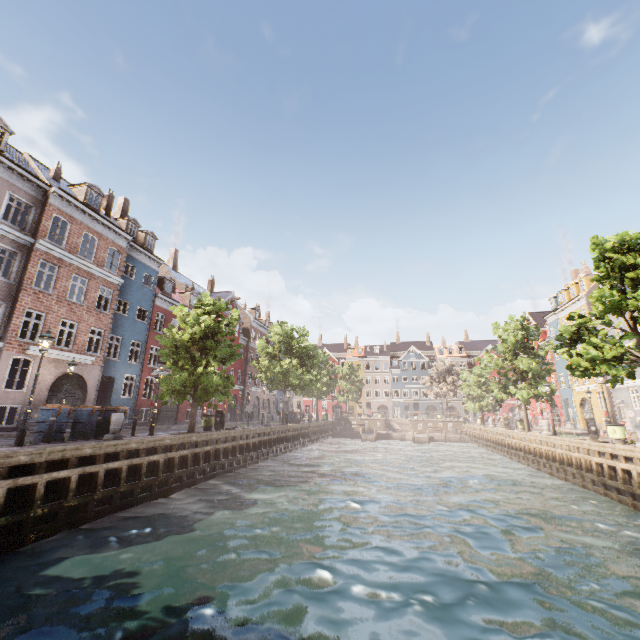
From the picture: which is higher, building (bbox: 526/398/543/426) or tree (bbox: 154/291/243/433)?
building (bbox: 526/398/543/426)

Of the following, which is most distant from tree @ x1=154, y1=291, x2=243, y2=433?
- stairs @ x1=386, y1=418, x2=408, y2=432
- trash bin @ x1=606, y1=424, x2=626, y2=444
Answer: stairs @ x1=386, y1=418, x2=408, y2=432

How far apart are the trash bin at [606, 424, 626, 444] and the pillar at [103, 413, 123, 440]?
23.83m

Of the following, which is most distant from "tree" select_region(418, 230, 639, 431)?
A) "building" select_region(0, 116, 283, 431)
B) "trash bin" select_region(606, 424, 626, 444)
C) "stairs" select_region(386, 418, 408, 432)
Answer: "stairs" select_region(386, 418, 408, 432)

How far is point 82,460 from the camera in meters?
10.8 m

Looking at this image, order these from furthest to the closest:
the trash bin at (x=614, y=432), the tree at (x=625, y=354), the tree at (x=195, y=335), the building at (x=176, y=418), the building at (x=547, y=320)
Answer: the building at (x=547, y=320), the building at (x=176, y=418), the tree at (x=195, y=335), the trash bin at (x=614, y=432), the tree at (x=625, y=354)

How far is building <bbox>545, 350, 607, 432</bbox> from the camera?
31.4 meters

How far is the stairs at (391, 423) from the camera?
52.8 meters
